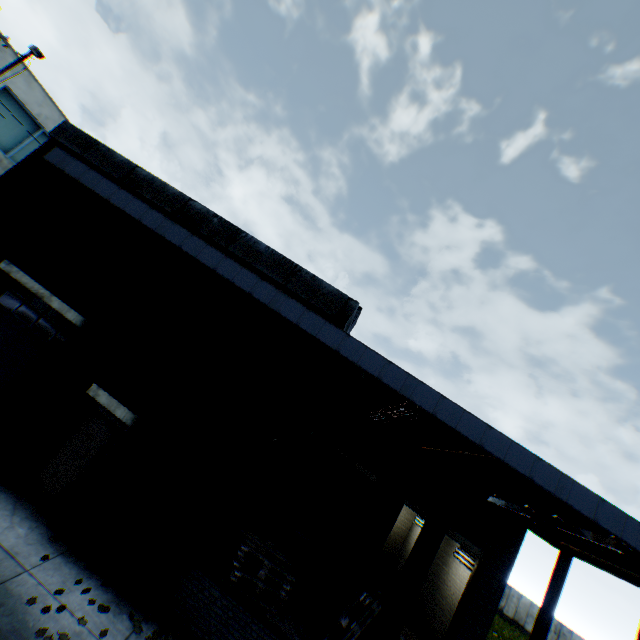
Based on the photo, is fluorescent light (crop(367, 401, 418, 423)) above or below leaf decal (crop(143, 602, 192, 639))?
above

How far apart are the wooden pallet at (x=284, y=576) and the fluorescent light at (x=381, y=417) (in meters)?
3.82

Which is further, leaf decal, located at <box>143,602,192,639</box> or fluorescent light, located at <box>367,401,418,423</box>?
fluorescent light, located at <box>367,401,418,423</box>

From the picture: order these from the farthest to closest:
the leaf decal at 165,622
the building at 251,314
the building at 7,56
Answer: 1. the building at 7,56
2. the building at 251,314
3. the leaf decal at 165,622

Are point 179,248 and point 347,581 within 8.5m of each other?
no

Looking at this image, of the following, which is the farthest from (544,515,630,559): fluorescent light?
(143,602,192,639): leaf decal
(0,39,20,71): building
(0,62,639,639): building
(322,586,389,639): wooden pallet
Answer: (0,39,20,71): building

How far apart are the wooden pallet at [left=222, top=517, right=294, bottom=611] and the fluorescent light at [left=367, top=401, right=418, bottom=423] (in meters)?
3.82

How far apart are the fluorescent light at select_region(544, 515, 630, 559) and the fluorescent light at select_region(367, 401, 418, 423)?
3.7m
